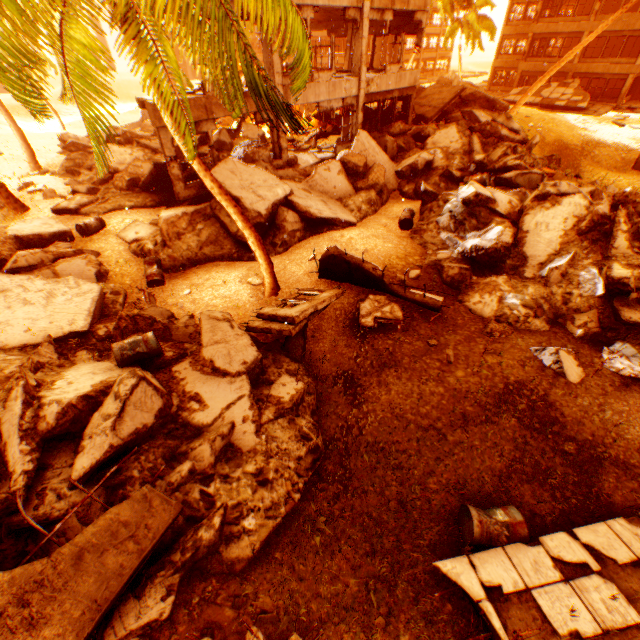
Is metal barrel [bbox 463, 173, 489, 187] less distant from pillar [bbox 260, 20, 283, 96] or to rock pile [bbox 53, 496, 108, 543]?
rock pile [bbox 53, 496, 108, 543]

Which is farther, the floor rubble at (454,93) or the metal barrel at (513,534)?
the floor rubble at (454,93)

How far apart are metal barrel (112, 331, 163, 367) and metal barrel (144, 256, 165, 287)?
3.8 meters

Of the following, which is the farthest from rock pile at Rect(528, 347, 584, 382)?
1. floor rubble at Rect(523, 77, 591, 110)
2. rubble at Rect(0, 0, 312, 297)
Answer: floor rubble at Rect(523, 77, 591, 110)

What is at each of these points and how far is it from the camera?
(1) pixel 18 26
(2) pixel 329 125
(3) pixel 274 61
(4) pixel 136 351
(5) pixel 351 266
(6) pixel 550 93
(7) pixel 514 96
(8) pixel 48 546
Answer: (1) rubble, 3.6 meters
(2) rock pile, 20.6 meters
(3) pillar, 11.8 meters
(4) metal barrel, 6.6 meters
(5) floor rubble, 8.8 meters
(6) floor rubble, 31.4 meters
(7) floor rubble, 32.8 meters
(8) rock pile, 4.5 meters

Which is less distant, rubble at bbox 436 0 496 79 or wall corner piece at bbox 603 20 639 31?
wall corner piece at bbox 603 20 639 31

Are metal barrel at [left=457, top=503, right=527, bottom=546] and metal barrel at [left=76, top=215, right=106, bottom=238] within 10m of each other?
no

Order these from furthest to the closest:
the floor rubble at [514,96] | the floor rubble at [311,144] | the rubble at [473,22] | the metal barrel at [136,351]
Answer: the floor rubble at [514,96]
the rubble at [473,22]
the floor rubble at [311,144]
the metal barrel at [136,351]
